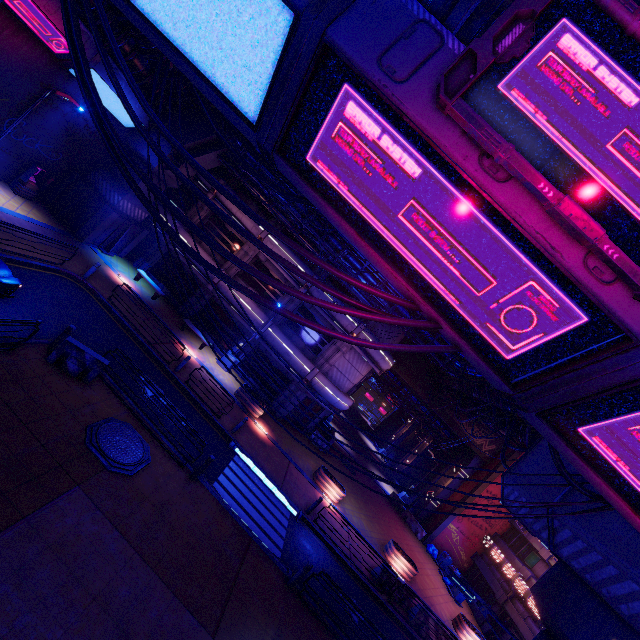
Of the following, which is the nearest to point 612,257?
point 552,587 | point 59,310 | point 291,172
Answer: point 291,172

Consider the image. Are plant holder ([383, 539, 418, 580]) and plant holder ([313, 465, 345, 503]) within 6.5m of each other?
yes

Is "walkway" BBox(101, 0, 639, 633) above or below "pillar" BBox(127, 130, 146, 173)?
above

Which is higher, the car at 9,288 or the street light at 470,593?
the street light at 470,593

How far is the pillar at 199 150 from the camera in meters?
20.4

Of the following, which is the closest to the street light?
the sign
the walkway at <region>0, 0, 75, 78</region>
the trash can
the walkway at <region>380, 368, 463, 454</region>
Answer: the sign

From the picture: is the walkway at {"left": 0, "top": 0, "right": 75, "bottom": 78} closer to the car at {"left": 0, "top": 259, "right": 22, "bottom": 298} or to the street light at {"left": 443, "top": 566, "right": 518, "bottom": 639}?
the car at {"left": 0, "top": 259, "right": 22, "bottom": 298}

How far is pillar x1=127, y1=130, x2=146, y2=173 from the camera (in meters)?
20.45
